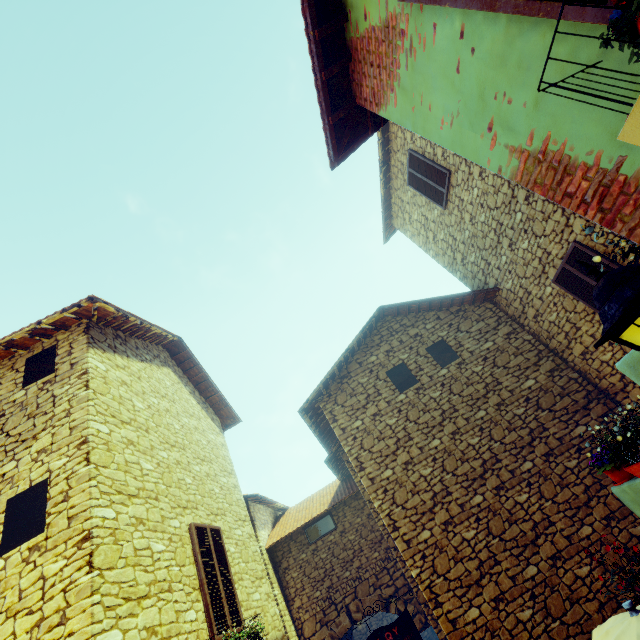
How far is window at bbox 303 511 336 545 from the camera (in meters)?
10.11

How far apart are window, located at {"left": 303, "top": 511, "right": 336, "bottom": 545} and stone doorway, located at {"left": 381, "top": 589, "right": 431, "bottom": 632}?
1.5m

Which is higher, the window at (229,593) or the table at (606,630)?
the window at (229,593)

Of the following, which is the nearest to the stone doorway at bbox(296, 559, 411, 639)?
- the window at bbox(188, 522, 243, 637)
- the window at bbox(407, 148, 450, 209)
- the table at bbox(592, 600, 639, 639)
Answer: the window at bbox(188, 522, 243, 637)

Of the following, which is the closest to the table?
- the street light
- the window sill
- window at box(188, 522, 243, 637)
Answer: the street light

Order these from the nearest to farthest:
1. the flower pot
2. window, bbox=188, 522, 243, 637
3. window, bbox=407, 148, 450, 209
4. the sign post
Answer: the flower pot, window, bbox=188, 522, 243, 637, the sign post, window, bbox=407, 148, 450, 209

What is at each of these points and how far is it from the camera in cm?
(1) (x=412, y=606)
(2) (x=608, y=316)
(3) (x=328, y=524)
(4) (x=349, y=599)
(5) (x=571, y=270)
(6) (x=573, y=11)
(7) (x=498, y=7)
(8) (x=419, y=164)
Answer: (1) stone doorway, 876
(2) street light, 146
(3) window, 1026
(4) stone doorway, 912
(5) window, 626
(6) window, 157
(7) window, 186
(8) window, 885

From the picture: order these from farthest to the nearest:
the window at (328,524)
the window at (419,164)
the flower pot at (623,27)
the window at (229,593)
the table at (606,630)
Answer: the window at (328,524) < the window at (419,164) < the window at (229,593) < the table at (606,630) < the flower pot at (623,27)
